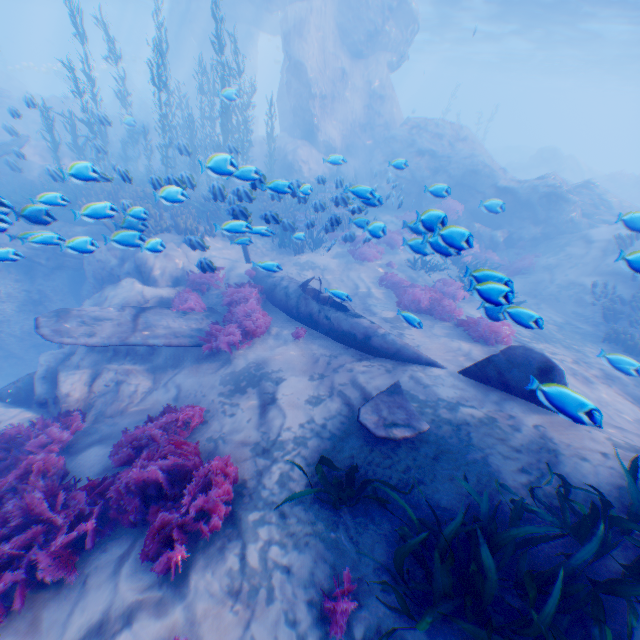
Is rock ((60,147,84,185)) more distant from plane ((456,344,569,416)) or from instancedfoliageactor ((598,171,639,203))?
instancedfoliageactor ((598,171,639,203))

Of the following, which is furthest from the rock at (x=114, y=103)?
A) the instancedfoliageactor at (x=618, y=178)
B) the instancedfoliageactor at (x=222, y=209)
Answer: the instancedfoliageactor at (x=618, y=178)

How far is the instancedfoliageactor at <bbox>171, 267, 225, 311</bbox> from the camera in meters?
9.5 m

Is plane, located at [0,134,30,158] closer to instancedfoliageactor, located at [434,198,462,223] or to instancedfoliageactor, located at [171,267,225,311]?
instancedfoliageactor, located at [171,267,225,311]

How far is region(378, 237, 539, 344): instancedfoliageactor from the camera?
4.9 meters

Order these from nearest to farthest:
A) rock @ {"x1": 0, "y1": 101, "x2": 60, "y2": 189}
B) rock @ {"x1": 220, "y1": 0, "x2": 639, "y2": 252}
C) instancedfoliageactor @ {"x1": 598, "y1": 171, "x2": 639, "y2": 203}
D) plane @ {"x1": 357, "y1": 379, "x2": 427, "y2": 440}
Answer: plane @ {"x1": 357, "y1": 379, "x2": 427, "y2": 440}
rock @ {"x1": 0, "y1": 101, "x2": 60, "y2": 189}
rock @ {"x1": 220, "y1": 0, "x2": 639, "y2": 252}
instancedfoliageactor @ {"x1": 598, "y1": 171, "x2": 639, "y2": 203}

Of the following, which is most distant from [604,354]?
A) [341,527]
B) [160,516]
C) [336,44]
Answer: [336,44]

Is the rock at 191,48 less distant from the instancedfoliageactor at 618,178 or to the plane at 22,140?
the plane at 22,140
